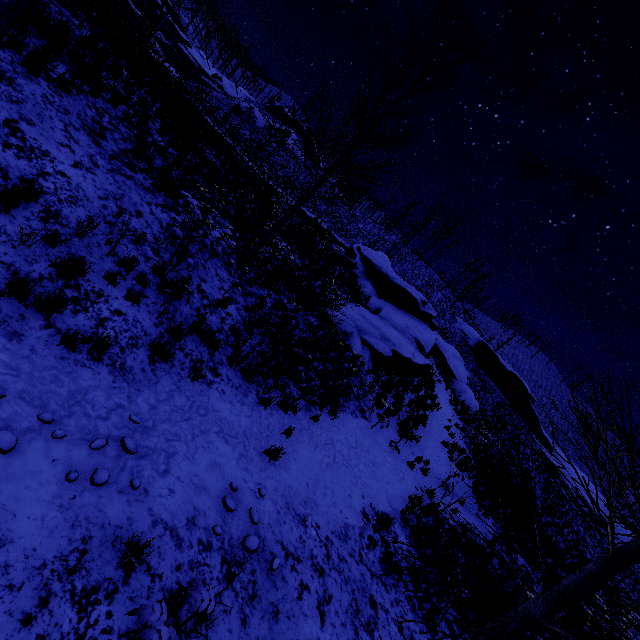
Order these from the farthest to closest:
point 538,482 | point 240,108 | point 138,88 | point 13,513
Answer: point 240,108 → point 538,482 → point 138,88 → point 13,513

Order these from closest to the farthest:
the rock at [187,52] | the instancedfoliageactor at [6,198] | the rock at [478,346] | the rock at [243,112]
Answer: the instancedfoliageactor at [6,198], the rock at [478,346], the rock at [243,112], the rock at [187,52]

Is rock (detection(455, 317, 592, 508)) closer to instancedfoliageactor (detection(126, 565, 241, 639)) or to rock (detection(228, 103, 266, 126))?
instancedfoliageactor (detection(126, 565, 241, 639))

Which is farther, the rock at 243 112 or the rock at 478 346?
the rock at 243 112

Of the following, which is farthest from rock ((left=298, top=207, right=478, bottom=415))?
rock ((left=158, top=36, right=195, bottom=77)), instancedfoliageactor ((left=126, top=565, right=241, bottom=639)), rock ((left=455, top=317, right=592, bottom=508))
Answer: rock ((left=158, top=36, right=195, bottom=77))

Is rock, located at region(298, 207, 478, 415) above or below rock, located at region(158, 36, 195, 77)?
below

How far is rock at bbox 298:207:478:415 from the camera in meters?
15.2

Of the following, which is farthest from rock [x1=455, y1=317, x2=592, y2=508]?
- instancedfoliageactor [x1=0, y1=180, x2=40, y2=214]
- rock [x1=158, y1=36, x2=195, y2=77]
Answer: rock [x1=158, y1=36, x2=195, y2=77]
